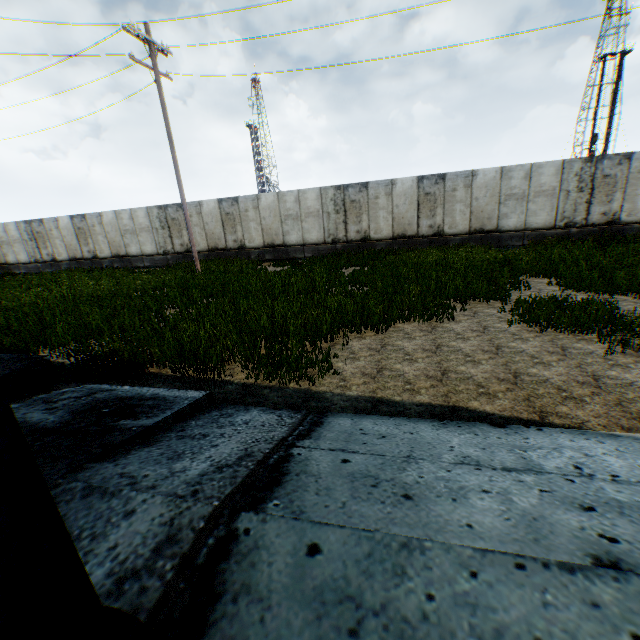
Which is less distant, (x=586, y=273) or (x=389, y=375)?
(x=389, y=375)
